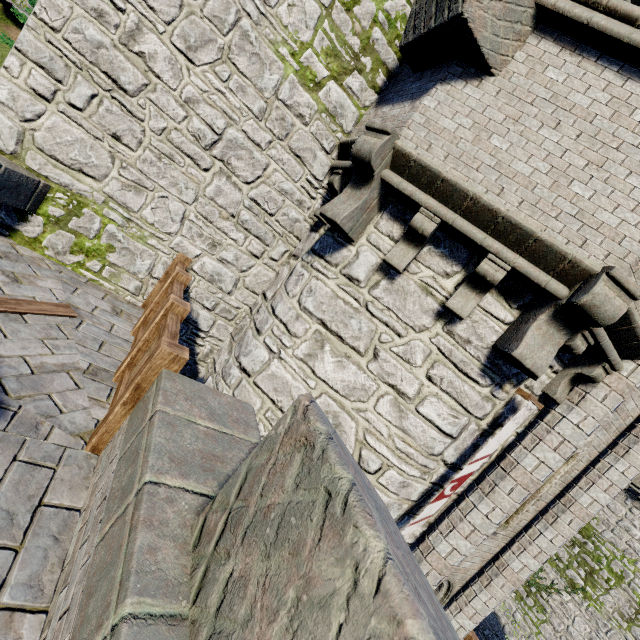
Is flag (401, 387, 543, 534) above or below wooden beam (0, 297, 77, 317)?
above

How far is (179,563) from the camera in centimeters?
153cm

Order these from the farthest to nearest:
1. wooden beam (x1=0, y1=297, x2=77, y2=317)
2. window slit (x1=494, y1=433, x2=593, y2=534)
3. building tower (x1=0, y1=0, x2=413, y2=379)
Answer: window slit (x1=494, y1=433, x2=593, y2=534) < building tower (x1=0, y1=0, x2=413, y2=379) < wooden beam (x1=0, y1=297, x2=77, y2=317)

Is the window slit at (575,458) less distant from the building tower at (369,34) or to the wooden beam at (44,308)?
the building tower at (369,34)

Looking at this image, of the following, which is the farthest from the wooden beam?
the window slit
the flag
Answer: the window slit

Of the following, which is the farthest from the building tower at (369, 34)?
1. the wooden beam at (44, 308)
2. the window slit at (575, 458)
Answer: the window slit at (575, 458)

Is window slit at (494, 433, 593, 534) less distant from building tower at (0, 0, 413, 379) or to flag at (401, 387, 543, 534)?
flag at (401, 387, 543, 534)

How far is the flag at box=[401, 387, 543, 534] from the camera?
4.5m
